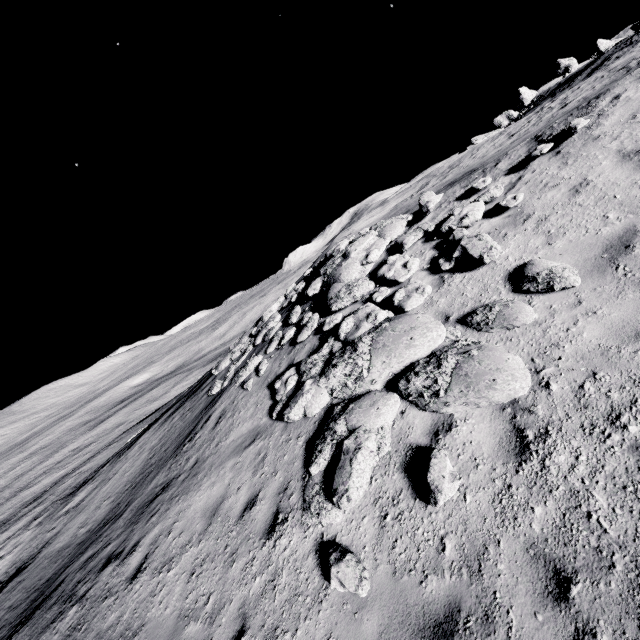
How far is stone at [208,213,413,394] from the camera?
9.81m

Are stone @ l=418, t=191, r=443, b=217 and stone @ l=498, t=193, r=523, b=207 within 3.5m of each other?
yes

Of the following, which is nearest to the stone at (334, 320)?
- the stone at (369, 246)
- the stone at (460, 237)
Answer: the stone at (369, 246)

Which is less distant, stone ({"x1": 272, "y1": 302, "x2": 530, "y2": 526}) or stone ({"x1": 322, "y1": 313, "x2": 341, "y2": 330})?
stone ({"x1": 272, "y1": 302, "x2": 530, "y2": 526})

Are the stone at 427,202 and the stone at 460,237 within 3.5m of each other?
yes

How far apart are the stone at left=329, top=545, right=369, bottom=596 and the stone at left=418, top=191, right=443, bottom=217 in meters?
9.1 m

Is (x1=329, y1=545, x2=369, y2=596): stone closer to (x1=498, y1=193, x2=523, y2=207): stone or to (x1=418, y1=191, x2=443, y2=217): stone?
(x1=498, y1=193, x2=523, y2=207): stone

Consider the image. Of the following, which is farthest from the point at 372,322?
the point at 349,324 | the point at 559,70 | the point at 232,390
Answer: the point at 559,70
